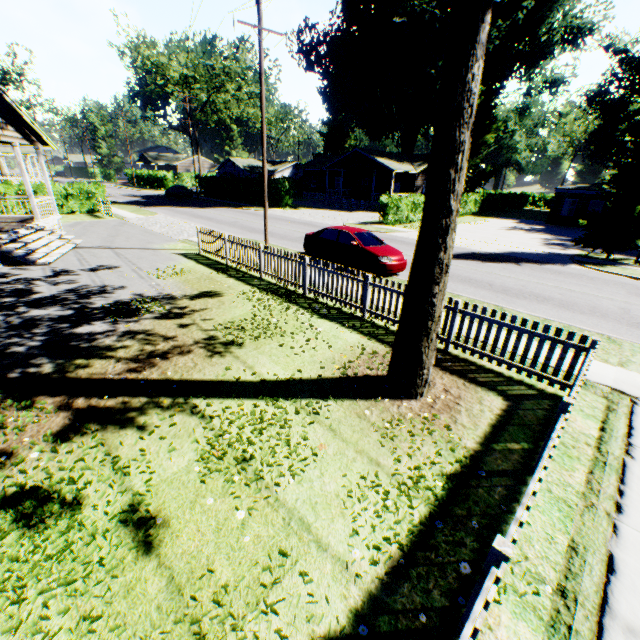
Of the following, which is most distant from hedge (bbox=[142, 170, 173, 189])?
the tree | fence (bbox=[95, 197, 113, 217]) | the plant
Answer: the tree

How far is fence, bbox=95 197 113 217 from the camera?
24.4 meters

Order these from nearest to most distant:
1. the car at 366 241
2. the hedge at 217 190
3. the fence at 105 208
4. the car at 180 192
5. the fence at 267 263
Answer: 1. the fence at 267 263
2. the car at 366 241
3. the fence at 105 208
4. the hedge at 217 190
5. the car at 180 192

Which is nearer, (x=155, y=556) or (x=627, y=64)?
(x=155, y=556)

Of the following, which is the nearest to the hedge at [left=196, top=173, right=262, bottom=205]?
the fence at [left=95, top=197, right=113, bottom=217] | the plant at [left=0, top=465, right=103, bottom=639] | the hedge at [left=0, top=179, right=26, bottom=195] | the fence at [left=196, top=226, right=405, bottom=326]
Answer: the hedge at [left=0, top=179, right=26, bottom=195]

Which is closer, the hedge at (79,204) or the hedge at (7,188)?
the hedge at (7,188)

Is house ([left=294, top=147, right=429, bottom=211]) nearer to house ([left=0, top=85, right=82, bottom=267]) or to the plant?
house ([left=0, top=85, right=82, bottom=267])

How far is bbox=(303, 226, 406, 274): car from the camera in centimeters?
1260cm
